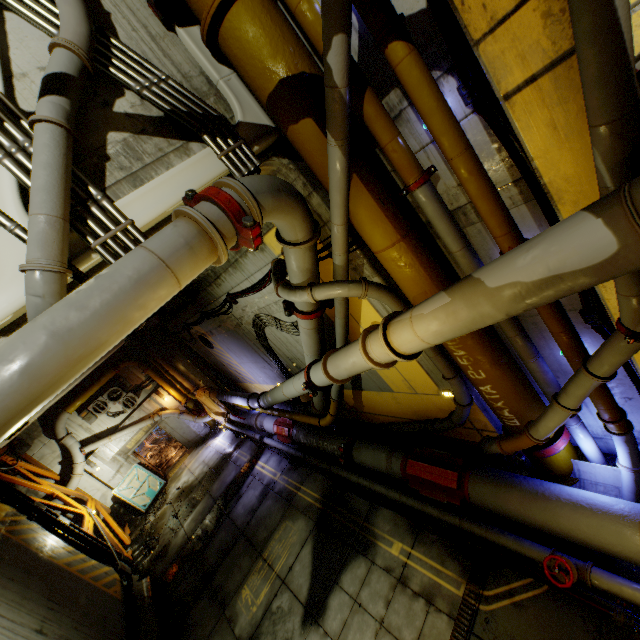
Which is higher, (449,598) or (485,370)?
(485,370)

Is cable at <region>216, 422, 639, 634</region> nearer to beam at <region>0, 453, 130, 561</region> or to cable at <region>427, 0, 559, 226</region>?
cable at <region>427, 0, 559, 226</region>

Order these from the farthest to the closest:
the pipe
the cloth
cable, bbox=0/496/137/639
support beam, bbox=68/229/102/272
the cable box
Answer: the cloth
the cable box
cable, bbox=0/496/137/639
support beam, bbox=68/229/102/272
the pipe

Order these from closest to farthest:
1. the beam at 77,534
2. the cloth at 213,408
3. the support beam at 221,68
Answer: the support beam at 221,68
the beam at 77,534
the cloth at 213,408

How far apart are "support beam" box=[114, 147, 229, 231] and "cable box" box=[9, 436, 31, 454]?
18.6m

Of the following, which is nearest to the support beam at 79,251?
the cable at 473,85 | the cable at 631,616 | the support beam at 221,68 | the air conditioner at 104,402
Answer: the support beam at 221,68

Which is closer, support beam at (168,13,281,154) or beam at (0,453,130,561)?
support beam at (168,13,281,154)

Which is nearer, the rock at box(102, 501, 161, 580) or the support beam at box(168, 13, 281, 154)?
the support beam at box(168, 13, 281, 154)
